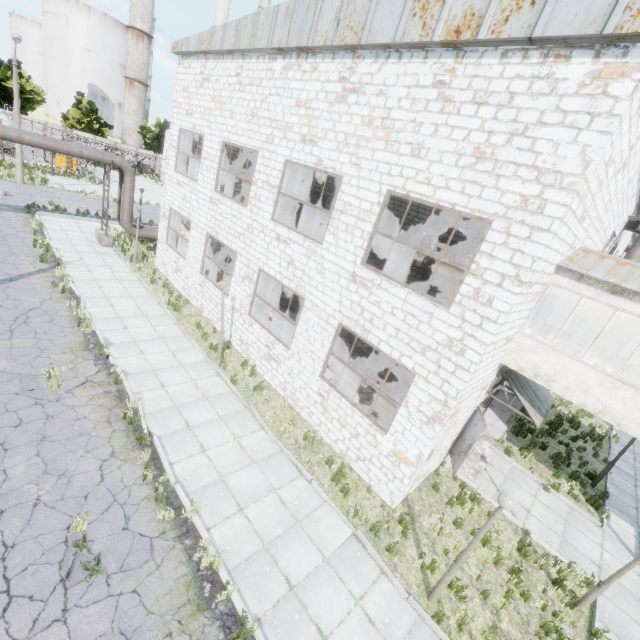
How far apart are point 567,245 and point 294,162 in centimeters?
829cm

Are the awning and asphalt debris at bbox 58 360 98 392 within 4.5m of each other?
no

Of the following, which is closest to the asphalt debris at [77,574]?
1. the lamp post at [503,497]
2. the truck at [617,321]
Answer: the lamp post at [503,497]

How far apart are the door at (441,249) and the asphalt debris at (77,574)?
15.4m

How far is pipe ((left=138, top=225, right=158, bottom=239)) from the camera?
21.2 meters

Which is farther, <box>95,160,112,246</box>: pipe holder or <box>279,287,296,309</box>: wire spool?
<box>95,160,112,246</box>: pipe holder

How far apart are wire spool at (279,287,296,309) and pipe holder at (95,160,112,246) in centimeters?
1143cm

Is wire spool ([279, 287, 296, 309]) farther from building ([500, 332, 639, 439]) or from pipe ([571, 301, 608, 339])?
pipe ([571, 301, 608, 339])
